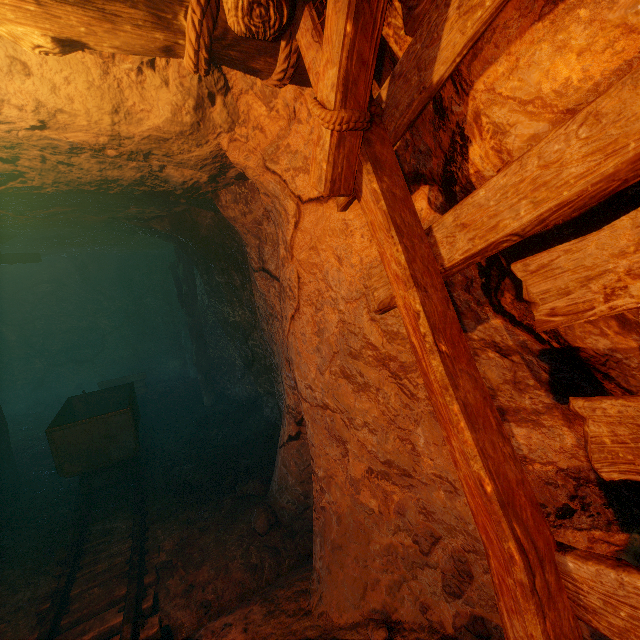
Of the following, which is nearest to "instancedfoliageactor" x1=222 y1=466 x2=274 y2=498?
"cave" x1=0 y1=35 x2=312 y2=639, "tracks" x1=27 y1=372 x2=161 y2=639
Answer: "cave" x1=0 y1=35 x2=312 y2=639

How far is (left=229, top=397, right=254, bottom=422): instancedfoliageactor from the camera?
7.5 meters

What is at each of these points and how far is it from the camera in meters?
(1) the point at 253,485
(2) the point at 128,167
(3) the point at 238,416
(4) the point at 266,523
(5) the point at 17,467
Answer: (1) instancedfoliageactor, 4.7 m
(2) burlap sack, 3.4 m
(3) instancedfoliageactor, 7.5 m
(4) instancedfoliageactor, 4.0 m
(5) cave, 6.6 m

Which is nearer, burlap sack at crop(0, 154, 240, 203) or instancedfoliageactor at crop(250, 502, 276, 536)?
burlap sack at crop(0, 154, 240, 203)

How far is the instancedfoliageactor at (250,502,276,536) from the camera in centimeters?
392cm

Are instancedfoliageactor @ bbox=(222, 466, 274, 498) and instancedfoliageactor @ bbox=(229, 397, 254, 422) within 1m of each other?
no

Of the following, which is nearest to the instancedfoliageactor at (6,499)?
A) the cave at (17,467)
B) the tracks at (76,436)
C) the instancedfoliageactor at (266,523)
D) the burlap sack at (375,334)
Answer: the cave at (17,467)

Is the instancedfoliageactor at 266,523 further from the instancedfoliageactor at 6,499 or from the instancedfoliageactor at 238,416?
the instancedfoliageactor at 6,499
